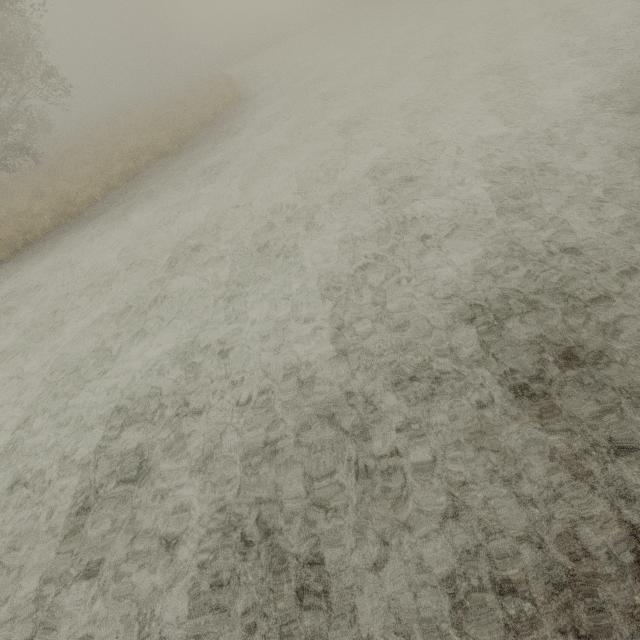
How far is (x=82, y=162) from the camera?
17.19m
